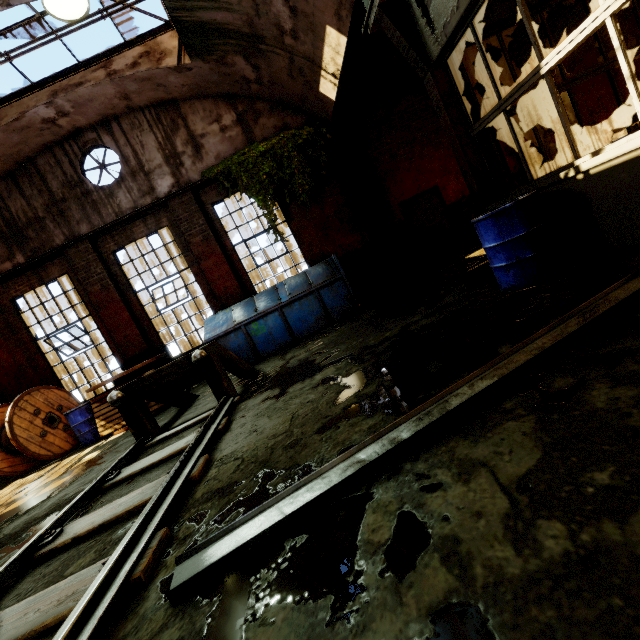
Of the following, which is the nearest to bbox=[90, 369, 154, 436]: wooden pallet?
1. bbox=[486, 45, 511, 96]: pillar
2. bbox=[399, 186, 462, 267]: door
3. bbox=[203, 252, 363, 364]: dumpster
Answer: bbox=[203, 252, 363, 364]: dumpster

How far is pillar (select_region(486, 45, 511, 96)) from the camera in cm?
920

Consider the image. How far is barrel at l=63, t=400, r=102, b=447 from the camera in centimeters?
779cm

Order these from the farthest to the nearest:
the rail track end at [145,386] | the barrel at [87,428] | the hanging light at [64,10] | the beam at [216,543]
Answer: A: the barrel at [87,428] → the rail track end at [145,386] → the hanging light at [64,10] → the beam at [216,543]

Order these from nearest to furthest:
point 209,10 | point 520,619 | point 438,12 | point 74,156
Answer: point 520,619 < point 438,12 < point 209,10 < point 74,156

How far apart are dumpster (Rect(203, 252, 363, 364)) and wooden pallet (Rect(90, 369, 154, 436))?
0.0 meters

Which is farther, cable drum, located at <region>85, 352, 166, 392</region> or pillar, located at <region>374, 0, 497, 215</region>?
cable drum, located at <region>85, 352, 166, 392</region>

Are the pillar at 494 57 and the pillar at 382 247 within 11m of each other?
yes
